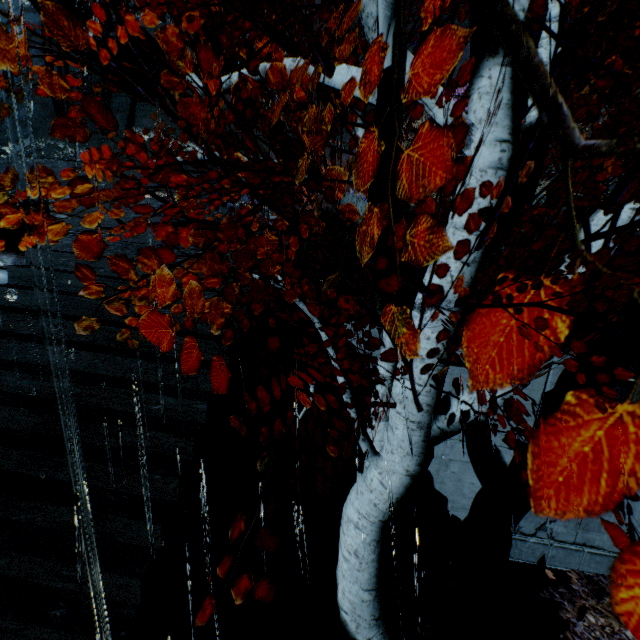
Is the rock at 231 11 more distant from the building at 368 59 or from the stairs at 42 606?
the stairs at 42 606

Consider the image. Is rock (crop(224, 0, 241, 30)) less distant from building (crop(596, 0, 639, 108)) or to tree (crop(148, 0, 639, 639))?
building (crop(596, 0, 639, 108))

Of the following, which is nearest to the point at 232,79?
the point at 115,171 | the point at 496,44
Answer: the point at 496,44

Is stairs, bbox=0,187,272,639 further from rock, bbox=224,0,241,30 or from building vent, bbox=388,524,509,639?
rock, bbox=224,0,241,30

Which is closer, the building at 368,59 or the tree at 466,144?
the tree at 466,144

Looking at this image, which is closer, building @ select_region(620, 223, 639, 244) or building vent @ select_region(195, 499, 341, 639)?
building vent @ select_region(195, 499, 341, 639)

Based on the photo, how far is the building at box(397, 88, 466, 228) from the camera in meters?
A: 5.9

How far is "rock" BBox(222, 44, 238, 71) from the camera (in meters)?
21.13
